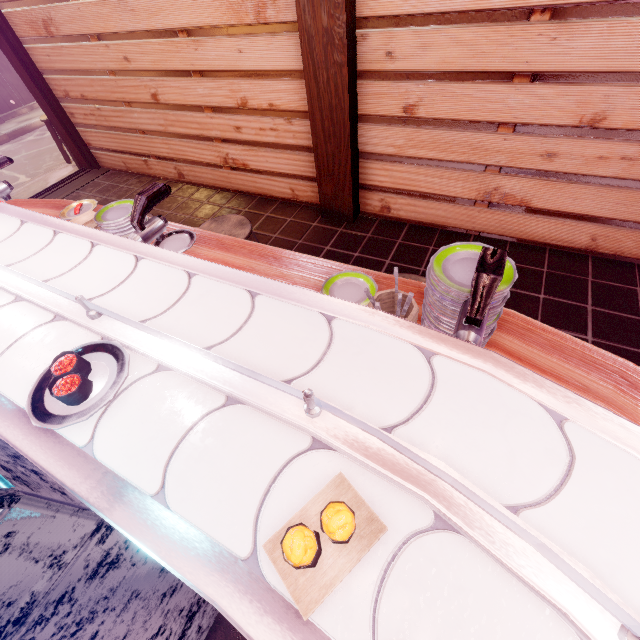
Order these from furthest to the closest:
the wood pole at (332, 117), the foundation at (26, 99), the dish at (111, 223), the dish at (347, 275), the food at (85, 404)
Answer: the foundation at (26, 99)
the wood pole at (332, 117)
the dish at (111, 223)
the dish at (347, 275)
the food at (85, 404)

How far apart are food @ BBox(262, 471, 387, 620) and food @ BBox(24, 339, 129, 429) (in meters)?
0.27

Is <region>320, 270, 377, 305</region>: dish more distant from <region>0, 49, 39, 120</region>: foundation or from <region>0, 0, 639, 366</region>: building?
<region>0, 49, 39, 120</region>: foundation

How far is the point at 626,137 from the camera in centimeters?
410cm

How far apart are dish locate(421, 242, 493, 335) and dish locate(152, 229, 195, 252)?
2.53m

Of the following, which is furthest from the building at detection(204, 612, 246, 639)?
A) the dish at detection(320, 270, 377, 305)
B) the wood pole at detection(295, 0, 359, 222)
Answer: the dish at detection(320, 270, 377, 305)

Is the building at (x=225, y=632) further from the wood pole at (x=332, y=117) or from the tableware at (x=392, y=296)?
the tableware at (x=392, y=296)

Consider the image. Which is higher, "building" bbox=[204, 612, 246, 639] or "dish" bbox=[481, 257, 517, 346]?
"dish" bbox=[481, 257, 517, 346]
